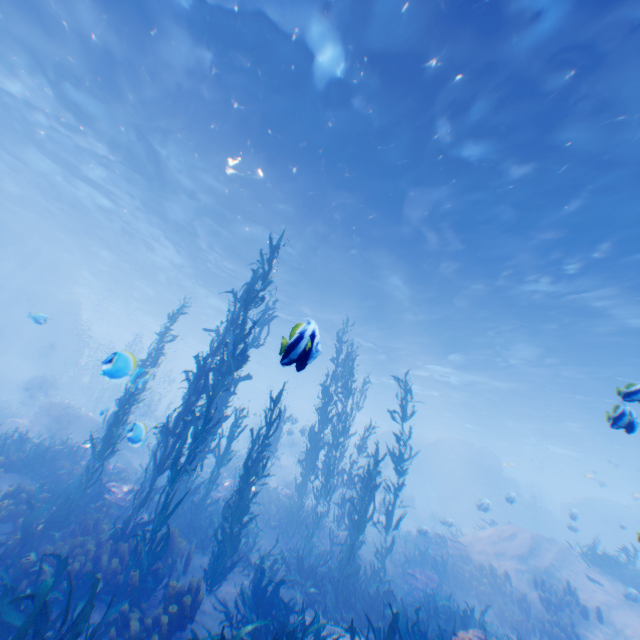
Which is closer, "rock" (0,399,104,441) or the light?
the light

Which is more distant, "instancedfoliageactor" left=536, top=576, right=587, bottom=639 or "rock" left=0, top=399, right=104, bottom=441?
"rock" left=0, top=399, right=104, bottom=441

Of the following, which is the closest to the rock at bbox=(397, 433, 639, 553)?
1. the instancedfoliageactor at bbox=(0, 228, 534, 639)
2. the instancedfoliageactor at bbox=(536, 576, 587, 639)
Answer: the instancedfoliageactor at bbox=(0, 228, 534, 639)

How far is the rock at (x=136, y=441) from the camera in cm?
476

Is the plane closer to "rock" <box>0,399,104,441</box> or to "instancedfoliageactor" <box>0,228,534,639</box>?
"rock" <box>0,399,104,441</box>

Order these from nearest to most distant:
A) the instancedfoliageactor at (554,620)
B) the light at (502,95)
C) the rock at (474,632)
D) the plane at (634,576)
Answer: the rock at (474,632), the light at (502,95), the instancedfoliageactor at (554,620), the plane at (634,576)

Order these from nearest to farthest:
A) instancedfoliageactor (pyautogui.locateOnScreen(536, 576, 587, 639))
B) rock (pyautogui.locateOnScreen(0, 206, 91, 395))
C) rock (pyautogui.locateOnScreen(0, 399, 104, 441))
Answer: instancedfoliageactor (pyautogui.locateOnScreen(536, 576, 587, 639)) < rock (pyautogui.locateOnScreen(0, 399, 104, 441)) < rock (pyautogui.locateOnScreen(0, 206, 91, 395))

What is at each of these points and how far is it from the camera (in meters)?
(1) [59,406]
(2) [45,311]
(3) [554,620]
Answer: (1) rock, 16.48
(2) rock, 29.11
(3) instancedfoliageactor, 10.10
